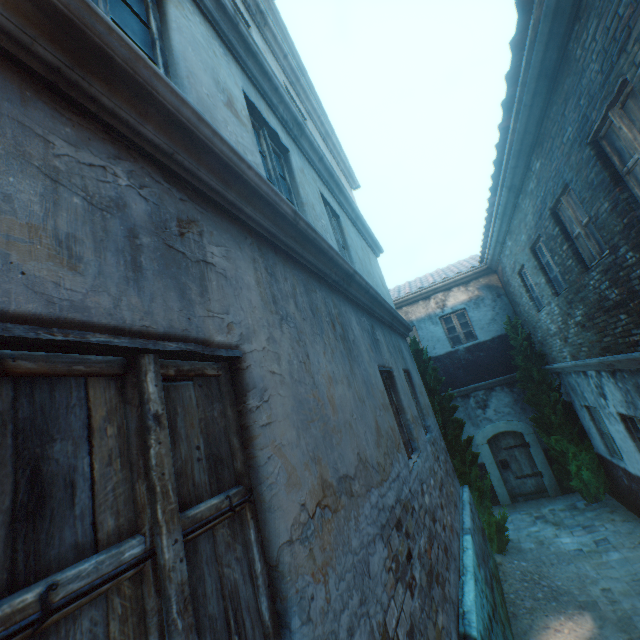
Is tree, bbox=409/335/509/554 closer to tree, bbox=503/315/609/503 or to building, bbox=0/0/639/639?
tree, bbox=503/315/609/503

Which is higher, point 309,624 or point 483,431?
point 309,624

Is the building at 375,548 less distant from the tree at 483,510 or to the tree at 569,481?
the tree at 569,481

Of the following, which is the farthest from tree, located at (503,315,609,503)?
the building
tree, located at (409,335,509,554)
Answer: the building

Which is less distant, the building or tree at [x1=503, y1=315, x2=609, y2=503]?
the building

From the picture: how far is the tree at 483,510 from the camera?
7.8 meters
